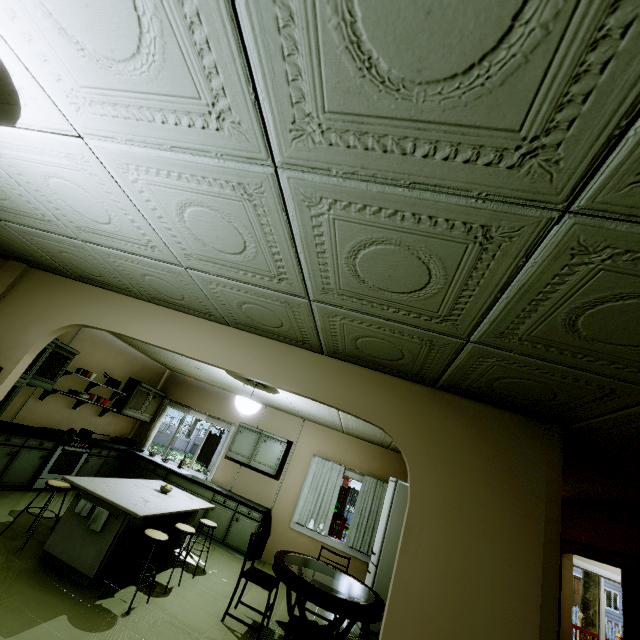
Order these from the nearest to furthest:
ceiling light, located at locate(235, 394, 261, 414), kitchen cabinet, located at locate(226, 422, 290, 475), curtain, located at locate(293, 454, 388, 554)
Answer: ceiling light, located at locate(235, 394, 261, 414) → curtain, located at locate(293, 454, 388, 554) → kitchen cabinet, located at locate(226, 422, 290, 475)

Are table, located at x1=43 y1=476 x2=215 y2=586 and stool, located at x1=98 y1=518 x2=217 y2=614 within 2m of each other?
yes

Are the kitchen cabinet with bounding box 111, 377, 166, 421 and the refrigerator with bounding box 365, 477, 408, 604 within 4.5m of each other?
no

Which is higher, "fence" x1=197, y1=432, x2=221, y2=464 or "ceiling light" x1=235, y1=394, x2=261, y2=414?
"ceiling light" x1=235, y1=394, x2=261, y2=414

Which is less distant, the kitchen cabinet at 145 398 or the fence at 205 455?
the kitchen cabinet at 145 398

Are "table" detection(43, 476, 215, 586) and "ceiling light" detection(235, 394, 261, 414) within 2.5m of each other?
yes

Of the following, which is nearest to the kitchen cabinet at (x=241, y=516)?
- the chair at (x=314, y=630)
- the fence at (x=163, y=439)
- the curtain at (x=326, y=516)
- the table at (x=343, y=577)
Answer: the curtain at (x=326, y=516)

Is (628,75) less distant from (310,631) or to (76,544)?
(310,631)
